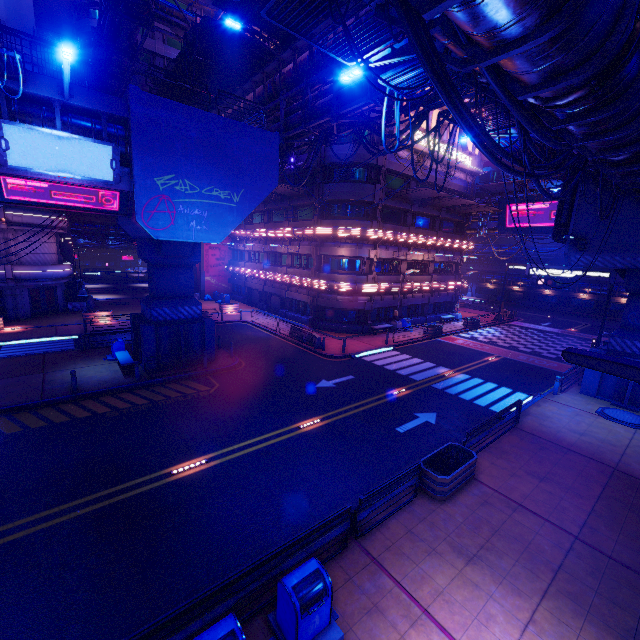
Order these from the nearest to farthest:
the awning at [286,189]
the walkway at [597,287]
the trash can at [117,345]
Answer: the trash can at [117,345]
the awning at [286,189]
the walkway at [597,287]

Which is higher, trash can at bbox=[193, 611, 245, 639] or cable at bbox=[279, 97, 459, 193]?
cable at bbox=[279, 97, 459, 193]

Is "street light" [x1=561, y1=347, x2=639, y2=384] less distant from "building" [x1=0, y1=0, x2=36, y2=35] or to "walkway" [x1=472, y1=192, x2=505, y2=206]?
"walkway" [x1=472, y1=192, x2=505, y2=206]

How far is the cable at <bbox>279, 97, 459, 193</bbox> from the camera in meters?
11.1

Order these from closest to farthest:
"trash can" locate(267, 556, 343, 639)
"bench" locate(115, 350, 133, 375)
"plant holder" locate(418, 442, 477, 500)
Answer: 1. "trash can" locate(267, 556, 343, 639)
2. "plant holder" locate(418, 442, 477, 500)
3. "bench" locate(115, 350, 133, 375)

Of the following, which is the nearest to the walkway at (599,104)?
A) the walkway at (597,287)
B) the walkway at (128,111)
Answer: the walkway at (128,111)

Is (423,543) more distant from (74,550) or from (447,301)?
(447,301)

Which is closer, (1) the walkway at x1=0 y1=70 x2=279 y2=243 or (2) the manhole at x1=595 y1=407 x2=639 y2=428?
(1) the walkway at x1=0 y1=70 x2=279 y2=243
